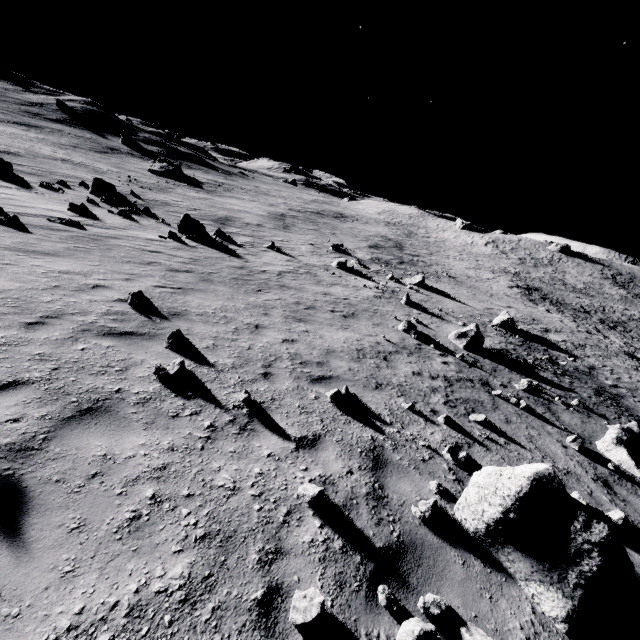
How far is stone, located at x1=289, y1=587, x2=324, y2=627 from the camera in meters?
2.5 m

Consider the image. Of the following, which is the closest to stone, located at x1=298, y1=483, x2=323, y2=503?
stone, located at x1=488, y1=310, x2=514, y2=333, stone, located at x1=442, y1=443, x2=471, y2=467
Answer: stone, located at x1=442, y1=443, x2=471, y2=467

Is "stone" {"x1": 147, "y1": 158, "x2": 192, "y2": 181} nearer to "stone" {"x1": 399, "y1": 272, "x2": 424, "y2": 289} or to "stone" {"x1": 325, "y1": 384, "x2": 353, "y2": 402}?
"stone" {"x1": 399, "y1": 272, "x2": 424, "y2": 289}

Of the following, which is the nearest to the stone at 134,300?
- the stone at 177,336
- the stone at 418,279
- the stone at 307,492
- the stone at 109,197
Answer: the stone at 177,336

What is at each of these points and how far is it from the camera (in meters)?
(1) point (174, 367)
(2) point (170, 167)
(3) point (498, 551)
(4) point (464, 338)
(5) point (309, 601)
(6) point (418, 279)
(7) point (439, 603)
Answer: (1) stone, 5.39
(2) stone, 53.09
(3) stone, 4.04
(4) stone, 14.79
(5) stone, 2.62
(6) stone, 25.64
(7) stone, 3.09

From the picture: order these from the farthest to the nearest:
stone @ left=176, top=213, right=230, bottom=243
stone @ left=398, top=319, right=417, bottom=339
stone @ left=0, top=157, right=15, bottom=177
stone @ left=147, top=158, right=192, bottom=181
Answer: stone @ left=147, top=158, right=192, bottom=181
stone @ left=0, top=157, right=15, bottom=177
stone @ left=176, top=213, right=230, bottom=243
stone @ left=398, top=319, right=417, bottom=339

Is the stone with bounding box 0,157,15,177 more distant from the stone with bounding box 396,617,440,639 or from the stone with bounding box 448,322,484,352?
the stone with bounding box 396,617,440,639

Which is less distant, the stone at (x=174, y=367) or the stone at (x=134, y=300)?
the stone at (x=174, y=367)
